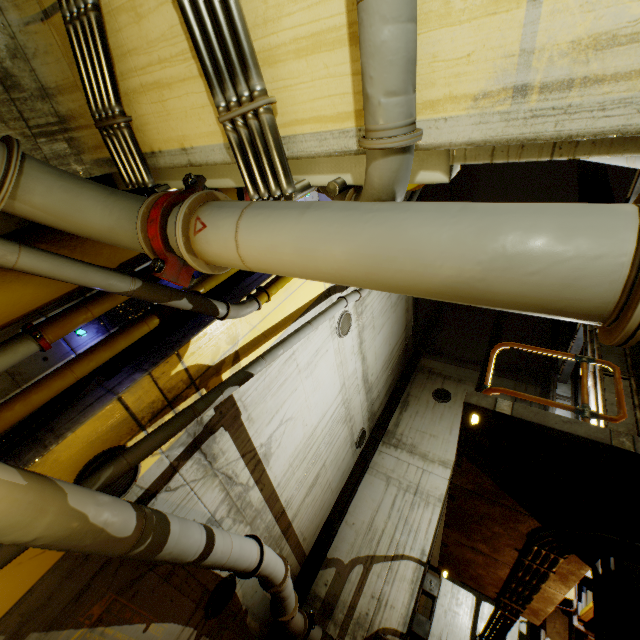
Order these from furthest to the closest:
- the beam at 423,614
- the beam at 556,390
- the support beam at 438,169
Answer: the beam at 556,390 → the beam at 423,614 → the support beam at 438,169

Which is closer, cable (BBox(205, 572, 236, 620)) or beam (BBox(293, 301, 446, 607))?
cable (BBox(205, 572, 236, 620))

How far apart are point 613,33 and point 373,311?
10.1 meters

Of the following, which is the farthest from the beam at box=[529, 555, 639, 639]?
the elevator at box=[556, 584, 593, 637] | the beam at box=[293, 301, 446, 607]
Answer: the beam at box=[293, 301, 446, 607]

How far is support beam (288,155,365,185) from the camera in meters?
2.1

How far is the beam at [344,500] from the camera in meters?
10.2

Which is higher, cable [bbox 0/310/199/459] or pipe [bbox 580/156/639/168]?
pipe [bbox 580/156/639/168]

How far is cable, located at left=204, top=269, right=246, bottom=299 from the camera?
5.6 meters
